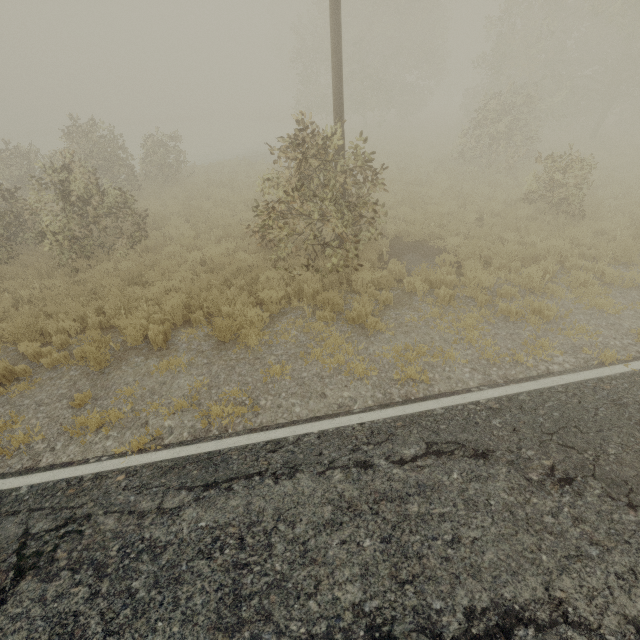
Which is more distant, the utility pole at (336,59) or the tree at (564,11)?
the tree at (564,11)

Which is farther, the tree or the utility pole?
the tree

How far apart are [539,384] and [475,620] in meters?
3.4
